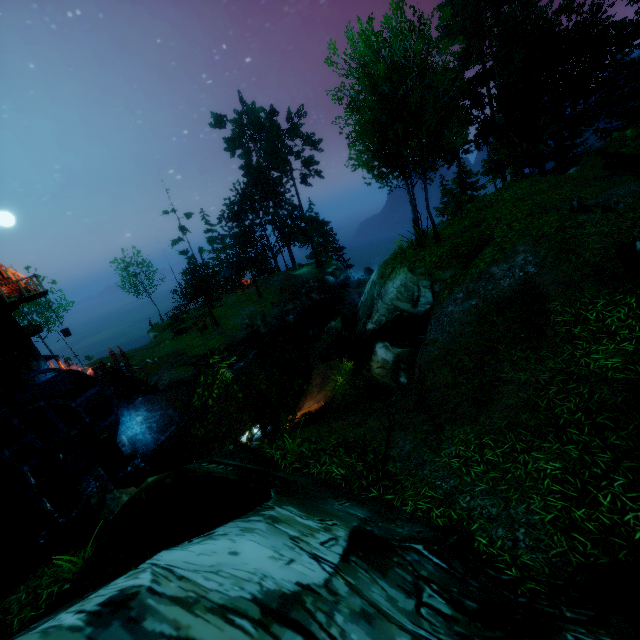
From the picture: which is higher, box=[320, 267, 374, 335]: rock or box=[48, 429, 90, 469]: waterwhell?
box=[48, 429, 90, 469]: waterwhell

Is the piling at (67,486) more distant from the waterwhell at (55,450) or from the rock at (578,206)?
the rock at (578,206)

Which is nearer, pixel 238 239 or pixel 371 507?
pixel 371 507

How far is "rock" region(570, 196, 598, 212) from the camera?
9.48m

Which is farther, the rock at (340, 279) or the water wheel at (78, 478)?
the rock at (340, 279)

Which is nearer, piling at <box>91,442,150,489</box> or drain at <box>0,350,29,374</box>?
drain at <box>0,350,29,374</box>

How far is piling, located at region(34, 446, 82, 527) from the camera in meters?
13.9 m

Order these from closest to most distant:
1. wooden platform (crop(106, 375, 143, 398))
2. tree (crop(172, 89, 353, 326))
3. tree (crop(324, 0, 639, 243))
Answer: tree (crop(324, 0, 639, 243)) < wooden platform (crop(106, 375, 143, 398)) < tree (crop(172, 89, 353, 326))
